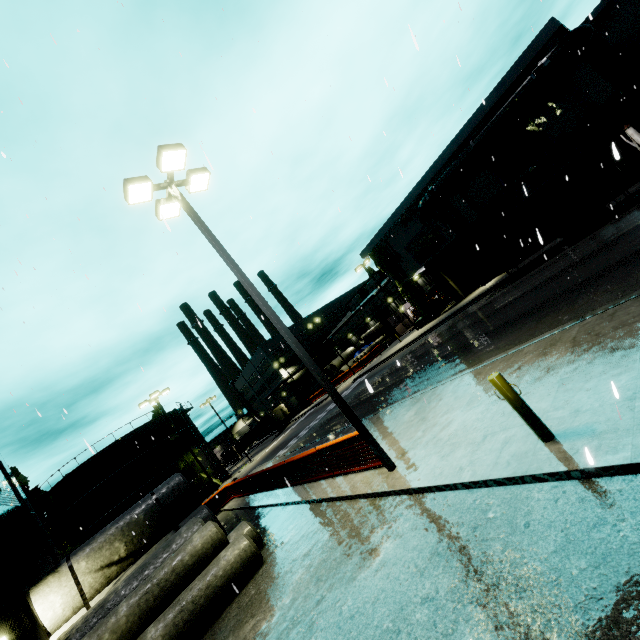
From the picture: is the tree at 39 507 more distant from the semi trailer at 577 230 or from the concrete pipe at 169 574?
the concrete pipe at 169 574

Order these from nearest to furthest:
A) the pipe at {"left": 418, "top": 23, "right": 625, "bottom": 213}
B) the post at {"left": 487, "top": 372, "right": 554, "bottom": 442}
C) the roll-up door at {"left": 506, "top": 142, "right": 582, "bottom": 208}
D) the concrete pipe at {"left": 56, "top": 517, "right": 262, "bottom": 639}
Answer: the post at {"left": 487, "top": 372, "right": 554, "bottom": 442} < the concrete pipe at {"left": 56, "top": 517, "right": 262, "bottom": 639} < the pipe at {"left": 418, "top": 23, "right": 625, "bottom": 213} < the roll-up door at {"left": 506, "top": 142, "right": 582, "bottom": 208}

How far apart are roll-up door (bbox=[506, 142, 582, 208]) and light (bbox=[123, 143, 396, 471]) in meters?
22.5 m

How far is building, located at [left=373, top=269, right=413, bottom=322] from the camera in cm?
4666

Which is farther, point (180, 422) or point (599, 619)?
point (180, 422)

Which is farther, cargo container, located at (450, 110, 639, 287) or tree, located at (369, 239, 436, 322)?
tree, located at (369, 239, 436, 322)

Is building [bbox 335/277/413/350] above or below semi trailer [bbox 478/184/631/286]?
above

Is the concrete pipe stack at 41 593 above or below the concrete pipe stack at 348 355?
below
